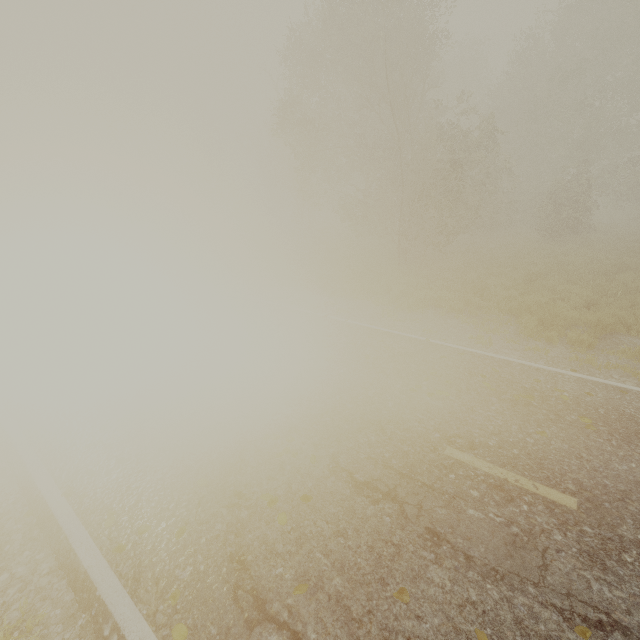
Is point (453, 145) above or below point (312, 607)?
above

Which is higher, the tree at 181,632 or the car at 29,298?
the car at 29,298

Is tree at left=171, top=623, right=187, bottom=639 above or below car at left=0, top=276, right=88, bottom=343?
below

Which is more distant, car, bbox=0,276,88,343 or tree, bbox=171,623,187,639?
car, bbox=0,276,88,343

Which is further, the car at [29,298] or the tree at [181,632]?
the car at [29,298]
